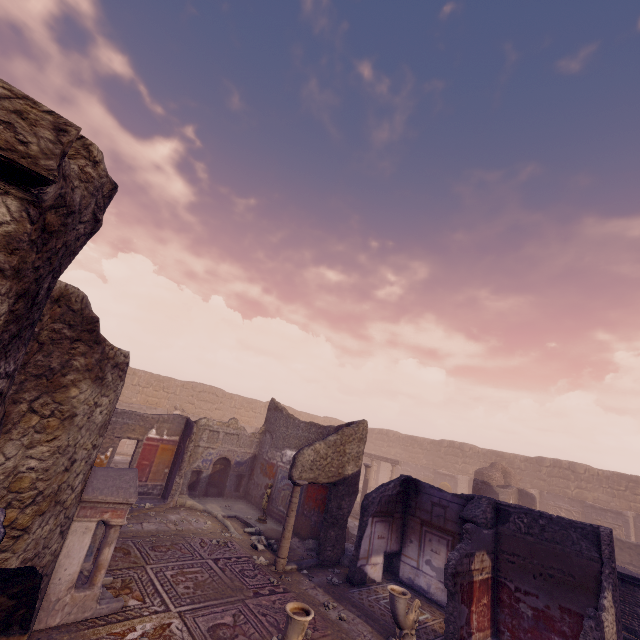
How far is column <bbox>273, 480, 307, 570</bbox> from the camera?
8.2 meters

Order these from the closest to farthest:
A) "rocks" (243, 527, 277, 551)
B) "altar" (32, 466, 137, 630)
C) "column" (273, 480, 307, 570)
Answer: "altar" (32, 466, 137, 630) → "column" (273, 480, 307, 570) → "rocks" (243, 527, 277, 551)

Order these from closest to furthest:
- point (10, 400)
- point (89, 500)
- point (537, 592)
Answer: point (10, 400) → point (89, 500) → point (537, 592)

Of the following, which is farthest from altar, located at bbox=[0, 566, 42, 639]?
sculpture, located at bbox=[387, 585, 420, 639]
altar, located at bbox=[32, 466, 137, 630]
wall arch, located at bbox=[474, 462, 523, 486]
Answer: wall arch, located at bbox=[474, 462, 523, 486]

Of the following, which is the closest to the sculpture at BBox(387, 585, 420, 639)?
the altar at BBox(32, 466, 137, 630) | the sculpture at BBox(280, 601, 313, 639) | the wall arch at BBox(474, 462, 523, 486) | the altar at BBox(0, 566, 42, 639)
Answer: the sculpture at BBox(280, 601, 313, 639)

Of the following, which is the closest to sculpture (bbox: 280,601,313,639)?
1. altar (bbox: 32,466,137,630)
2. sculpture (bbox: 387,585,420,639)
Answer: sculpture (bbox: 387,585,420,639)

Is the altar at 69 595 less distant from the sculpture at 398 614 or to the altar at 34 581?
the altar at 34 581

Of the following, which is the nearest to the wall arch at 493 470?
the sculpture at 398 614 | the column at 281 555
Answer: the column at 281 555
